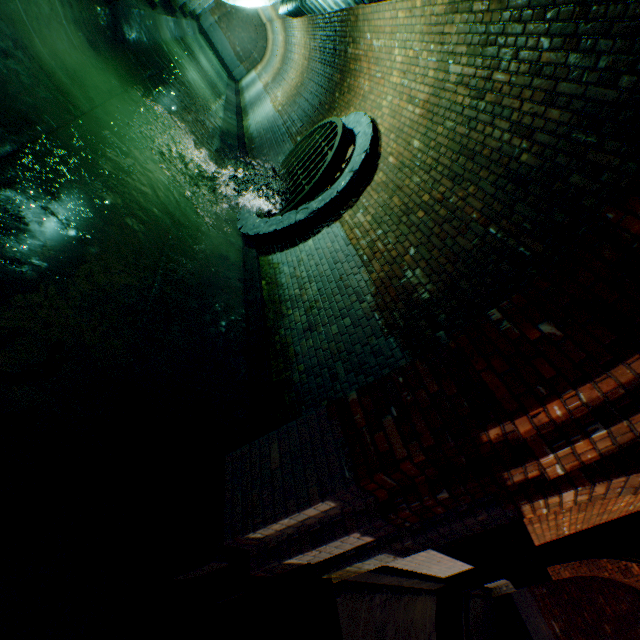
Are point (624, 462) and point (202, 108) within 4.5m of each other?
no

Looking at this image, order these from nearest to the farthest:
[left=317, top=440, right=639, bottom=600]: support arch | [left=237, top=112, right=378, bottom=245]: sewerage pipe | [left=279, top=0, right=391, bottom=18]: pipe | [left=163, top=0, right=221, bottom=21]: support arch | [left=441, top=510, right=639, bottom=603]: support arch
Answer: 1. [left=317, top=440, right=639, bottom=600]: support arch
2. [left=279, top=0, right=391, bottom=18]: pipe
3. [left=441, top=510, right=639, bottom=603]: support arch
4. [left=237, top=112, right=378, bottom=245]: sewerage pipe
5. [left=163, top=0, right=221, bottom=21]: support arch

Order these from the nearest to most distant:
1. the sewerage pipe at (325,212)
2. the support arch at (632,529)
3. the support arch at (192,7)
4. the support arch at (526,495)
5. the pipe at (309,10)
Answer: the support arch at (526,495) → the pipe at (309,10) → the support arch at (632,529) → the sewerage pipe at (325,212) → the support arch at (192,7)

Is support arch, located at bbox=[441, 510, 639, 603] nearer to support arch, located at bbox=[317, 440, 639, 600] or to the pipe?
support arch, located at bbox=[317, 440, 639, 600]

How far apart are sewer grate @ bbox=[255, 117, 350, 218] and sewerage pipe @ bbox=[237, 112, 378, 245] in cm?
1

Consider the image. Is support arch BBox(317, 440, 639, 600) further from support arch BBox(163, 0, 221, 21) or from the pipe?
support arch BBox(163, 0, 221, 21)

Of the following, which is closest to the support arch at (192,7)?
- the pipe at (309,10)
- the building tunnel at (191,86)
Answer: the building tunnel at (191,86)

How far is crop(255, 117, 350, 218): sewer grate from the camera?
5.7m
